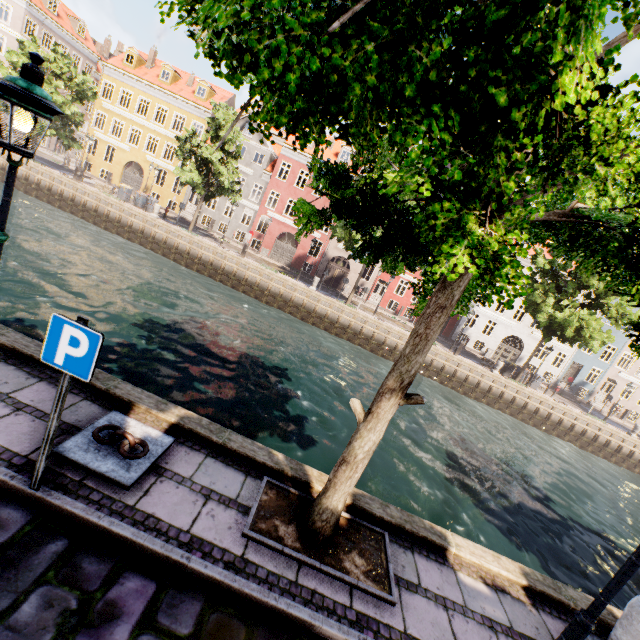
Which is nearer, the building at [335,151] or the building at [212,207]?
the building at [335,151]

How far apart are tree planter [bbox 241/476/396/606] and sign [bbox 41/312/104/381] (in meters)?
2.48

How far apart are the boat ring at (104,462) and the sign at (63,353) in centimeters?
146cm

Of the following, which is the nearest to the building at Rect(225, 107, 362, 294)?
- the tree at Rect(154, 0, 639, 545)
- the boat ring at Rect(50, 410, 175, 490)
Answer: the tree at Rect(154, 0, 639, 545)

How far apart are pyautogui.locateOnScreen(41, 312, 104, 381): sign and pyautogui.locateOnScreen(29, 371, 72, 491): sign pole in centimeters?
6cm

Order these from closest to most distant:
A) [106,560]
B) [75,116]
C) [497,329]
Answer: [106,560], [75,116], [497,329]

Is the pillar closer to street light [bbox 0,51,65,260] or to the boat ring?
the boat ring

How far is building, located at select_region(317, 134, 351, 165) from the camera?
31.9 meters
